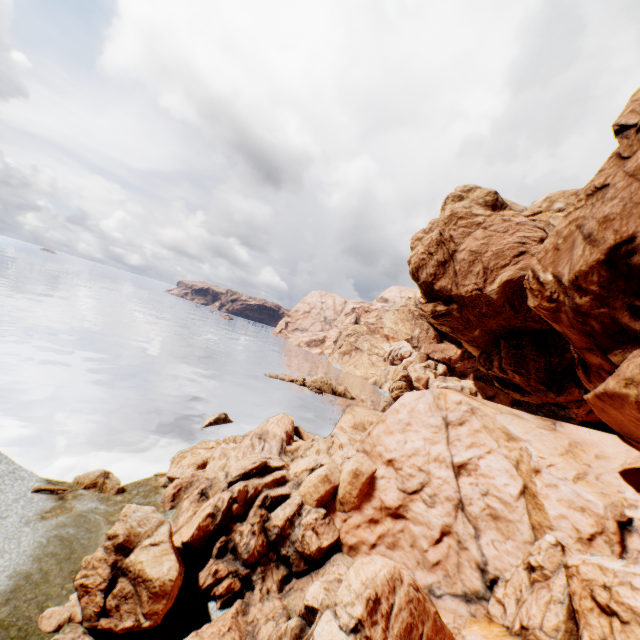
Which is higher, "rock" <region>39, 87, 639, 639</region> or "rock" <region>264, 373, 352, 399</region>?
"rock" <region>39, 87, 639, 639</region>

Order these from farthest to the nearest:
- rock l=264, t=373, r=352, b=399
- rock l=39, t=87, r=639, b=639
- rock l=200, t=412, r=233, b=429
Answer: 1. rock l=264, t=373, r=352, b=399
2. rock l=200, t=412, r=233, b=429
3. rock l=39, t=87, r=639, b=639

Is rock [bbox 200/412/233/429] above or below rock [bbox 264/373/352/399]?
below

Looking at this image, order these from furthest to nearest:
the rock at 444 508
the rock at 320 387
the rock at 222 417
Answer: the rock at 320 387
the rock at 222 417
the rock at 444 508

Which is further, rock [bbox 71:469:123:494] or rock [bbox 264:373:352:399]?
rock [bbox 264:373:352:399]

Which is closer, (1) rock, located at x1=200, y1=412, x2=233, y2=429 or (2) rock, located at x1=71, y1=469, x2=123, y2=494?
(2) rock, located at x1=71, y1=469, x2=123, y2=494

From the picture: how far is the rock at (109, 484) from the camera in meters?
17.1 m

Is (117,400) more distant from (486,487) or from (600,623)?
(600,623)
